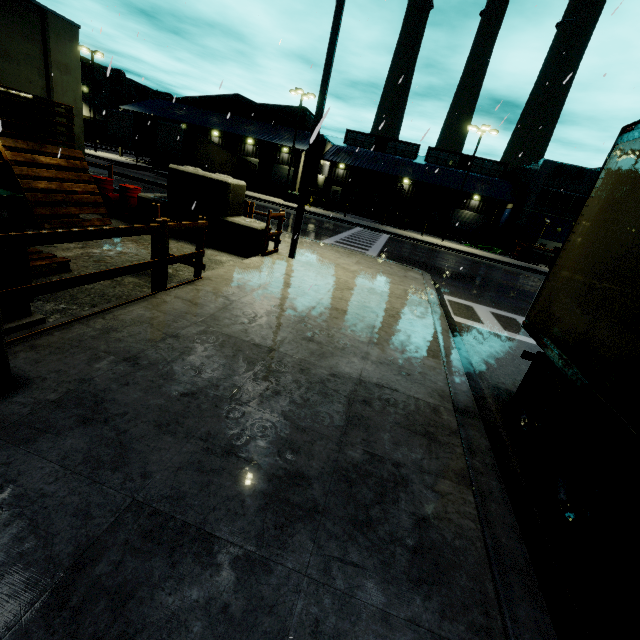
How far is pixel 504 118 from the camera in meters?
4.6

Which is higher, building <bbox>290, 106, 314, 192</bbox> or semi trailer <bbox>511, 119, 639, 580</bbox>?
building <bbox>290, 106, 314, 192</bbox>

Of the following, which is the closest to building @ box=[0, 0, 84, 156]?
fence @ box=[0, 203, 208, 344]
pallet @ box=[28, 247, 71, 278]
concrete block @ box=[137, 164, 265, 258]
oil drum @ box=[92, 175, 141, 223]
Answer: fence @ box=[0, 203, 208, 344]

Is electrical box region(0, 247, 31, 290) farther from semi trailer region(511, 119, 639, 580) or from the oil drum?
the oil drum

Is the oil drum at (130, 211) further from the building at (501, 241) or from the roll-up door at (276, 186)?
the roll-up door at (276, 186)

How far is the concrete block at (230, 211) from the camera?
8.9 meters

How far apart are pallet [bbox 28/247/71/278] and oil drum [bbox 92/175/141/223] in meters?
4.3 m

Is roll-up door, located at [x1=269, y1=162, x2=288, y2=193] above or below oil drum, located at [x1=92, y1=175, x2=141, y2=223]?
above
